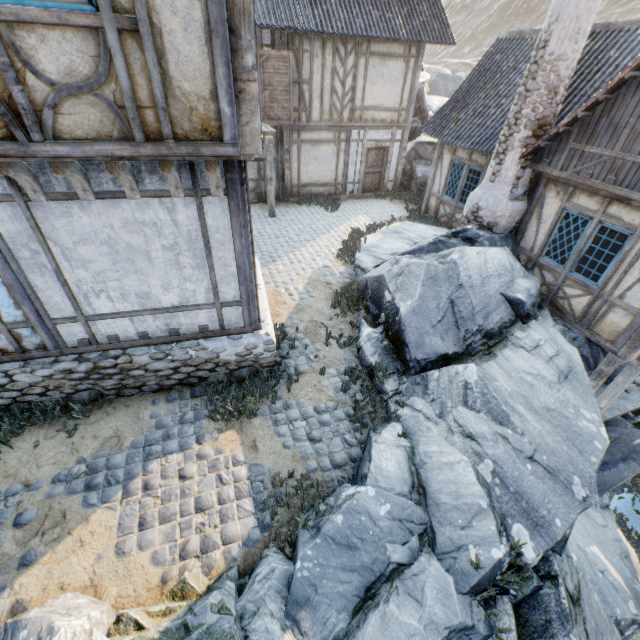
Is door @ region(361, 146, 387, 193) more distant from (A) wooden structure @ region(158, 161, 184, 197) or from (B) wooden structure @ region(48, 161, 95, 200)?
(B) wooden structure @ region(48, 161, 95, 200)

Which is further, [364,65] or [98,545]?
[364,65]

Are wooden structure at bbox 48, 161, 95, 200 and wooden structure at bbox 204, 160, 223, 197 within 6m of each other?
yes

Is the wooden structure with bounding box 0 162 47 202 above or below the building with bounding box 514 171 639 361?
above

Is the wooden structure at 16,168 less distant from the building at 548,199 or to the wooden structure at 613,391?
the building at 548,199

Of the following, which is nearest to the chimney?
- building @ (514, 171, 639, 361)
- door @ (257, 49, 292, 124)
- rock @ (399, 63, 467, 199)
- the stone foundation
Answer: building @ (514, 171, 639, 361)

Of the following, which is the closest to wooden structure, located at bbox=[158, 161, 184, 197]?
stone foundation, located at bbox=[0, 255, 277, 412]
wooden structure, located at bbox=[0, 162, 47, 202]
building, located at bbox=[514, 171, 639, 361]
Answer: → wooden structure, located at bbox=[0, 162, 47, 202]

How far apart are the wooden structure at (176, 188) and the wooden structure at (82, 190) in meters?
0.9 m
